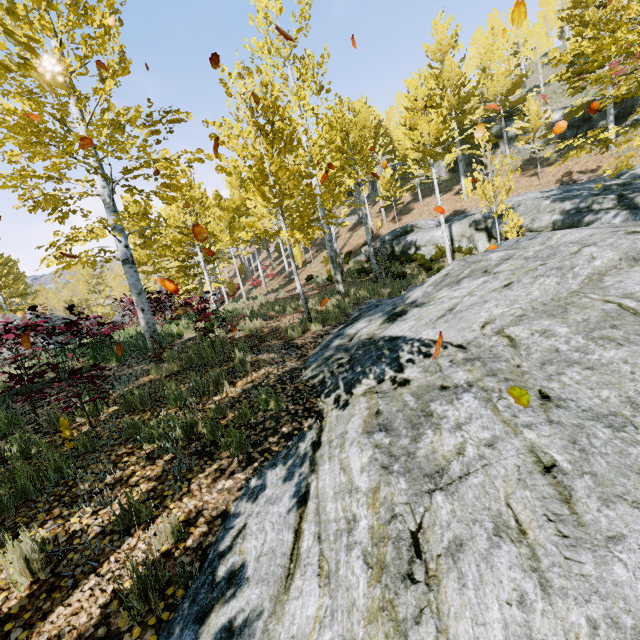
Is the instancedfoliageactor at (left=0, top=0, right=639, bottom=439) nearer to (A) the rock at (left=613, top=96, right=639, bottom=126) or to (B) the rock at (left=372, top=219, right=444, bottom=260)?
(B) the rock at (left=372, top=219, right=444, bottom=260)

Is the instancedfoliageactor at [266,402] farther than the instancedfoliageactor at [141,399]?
No

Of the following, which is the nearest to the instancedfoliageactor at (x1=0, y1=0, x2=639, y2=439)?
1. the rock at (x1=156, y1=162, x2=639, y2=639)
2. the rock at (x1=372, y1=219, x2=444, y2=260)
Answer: the rock at (x1=156, y1=162, x2=639, y2=639)

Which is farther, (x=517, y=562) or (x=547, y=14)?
(x=547, y=14)

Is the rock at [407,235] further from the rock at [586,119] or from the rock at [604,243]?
the rock at [604,243]

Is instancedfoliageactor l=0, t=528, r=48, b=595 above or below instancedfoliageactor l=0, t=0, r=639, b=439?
below

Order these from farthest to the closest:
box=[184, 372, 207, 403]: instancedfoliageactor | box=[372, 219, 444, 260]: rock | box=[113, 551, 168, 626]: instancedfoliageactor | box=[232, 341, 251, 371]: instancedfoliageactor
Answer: box=[372, 219, 444, 260]: rock
box=[232, 341, 251, 371]: instancedfoliageactor
box=[184, 372, 207, 403]: instancedfoliageactor
box=[113, 551, 168, 626]: instancedfoliageactor
